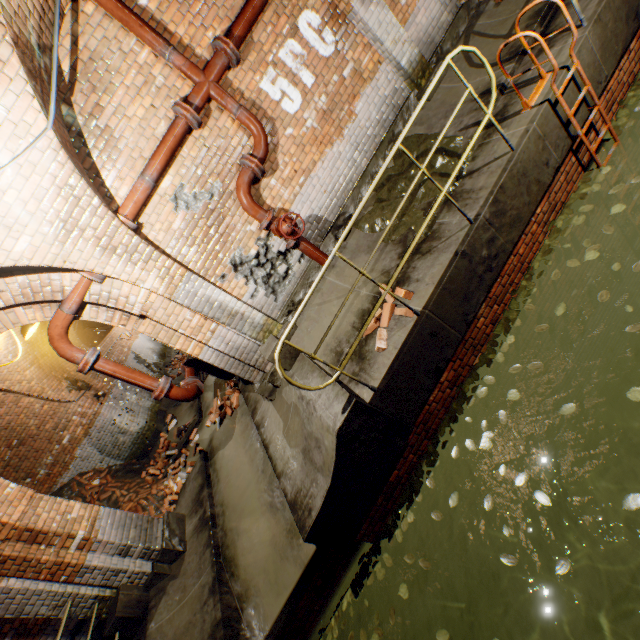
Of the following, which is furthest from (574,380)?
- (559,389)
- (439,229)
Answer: (439,229)

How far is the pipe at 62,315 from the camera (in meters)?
4.06

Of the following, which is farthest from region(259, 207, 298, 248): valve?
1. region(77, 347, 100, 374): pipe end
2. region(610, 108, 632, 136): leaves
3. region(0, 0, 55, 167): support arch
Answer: region(610, 108, 632, 136): leaves

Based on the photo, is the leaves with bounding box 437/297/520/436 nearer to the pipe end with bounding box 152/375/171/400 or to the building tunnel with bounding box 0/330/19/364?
the building tunnel with bounding box 0/330/19/364

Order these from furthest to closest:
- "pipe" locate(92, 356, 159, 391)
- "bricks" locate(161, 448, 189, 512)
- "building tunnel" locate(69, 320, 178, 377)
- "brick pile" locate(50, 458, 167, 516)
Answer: "building tunnel" locate(69, 320, 178, 377), "brick pile" locate(50, 458, 167, 516), "bricks" locate(161, 448, 189, 512), "pipe" locate(92, 356, 159, 391)

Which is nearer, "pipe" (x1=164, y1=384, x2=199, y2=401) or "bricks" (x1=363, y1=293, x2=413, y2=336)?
"bricks" (x1=363, y1=293, x2=413, y2=336)

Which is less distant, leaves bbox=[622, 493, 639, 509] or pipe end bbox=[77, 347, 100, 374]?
leaves bbox=[622, 493, 639, 509]

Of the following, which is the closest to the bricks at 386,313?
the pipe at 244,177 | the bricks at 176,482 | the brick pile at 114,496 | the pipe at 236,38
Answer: the pipe at 244,177
